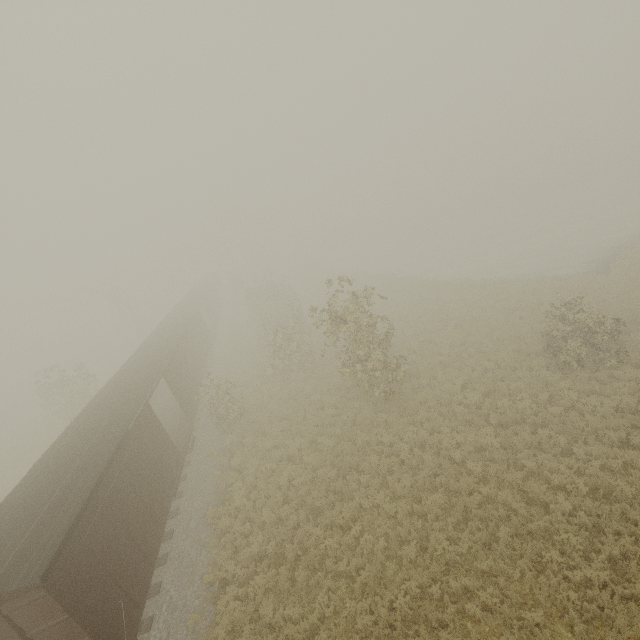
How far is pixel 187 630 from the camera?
9.6m
